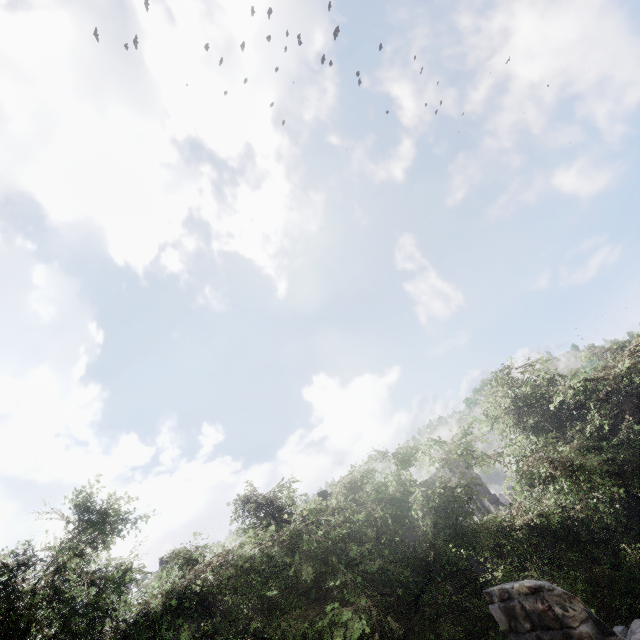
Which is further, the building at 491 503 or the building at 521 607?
the building at 491 503

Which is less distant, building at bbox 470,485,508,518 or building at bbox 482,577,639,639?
building at bbox 482,577,639,639

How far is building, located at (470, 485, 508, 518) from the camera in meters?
21.5 m

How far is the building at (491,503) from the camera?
21.5m

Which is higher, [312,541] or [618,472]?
[312,541]

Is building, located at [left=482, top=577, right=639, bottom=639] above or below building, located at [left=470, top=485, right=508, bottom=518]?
below
